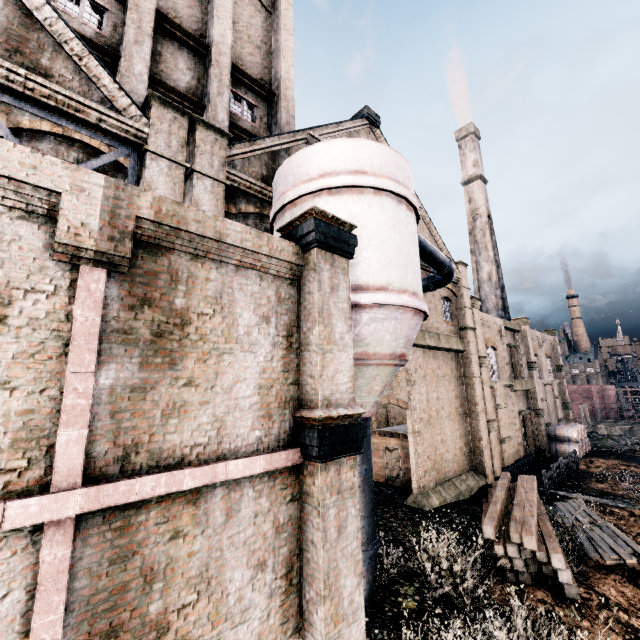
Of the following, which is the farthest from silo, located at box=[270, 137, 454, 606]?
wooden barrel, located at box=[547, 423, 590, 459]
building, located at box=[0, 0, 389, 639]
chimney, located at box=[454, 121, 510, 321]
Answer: chimney, located at box=[454, 121, 510, 321]

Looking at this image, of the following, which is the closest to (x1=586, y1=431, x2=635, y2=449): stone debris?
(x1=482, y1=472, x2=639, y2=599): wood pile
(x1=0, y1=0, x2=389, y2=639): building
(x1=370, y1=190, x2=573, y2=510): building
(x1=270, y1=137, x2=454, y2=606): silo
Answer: (x1=0, y1=0, x2=389, y2=639): building

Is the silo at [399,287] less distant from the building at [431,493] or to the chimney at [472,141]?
the chimney at [472,141]

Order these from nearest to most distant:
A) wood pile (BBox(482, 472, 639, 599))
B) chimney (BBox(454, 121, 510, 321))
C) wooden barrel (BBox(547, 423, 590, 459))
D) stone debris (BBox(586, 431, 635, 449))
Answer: wood pile (BBox(482, 472, 639, 599)) < wooden barrel (BBox(547, 423, 590, 459)) < stone debris (BBox(586, 431, 635, 449)) < chimney (BBox(454, 121, 510, 321))

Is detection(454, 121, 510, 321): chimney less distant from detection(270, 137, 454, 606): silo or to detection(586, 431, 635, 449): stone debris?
detection(586, 431, 635, 449): stone debris

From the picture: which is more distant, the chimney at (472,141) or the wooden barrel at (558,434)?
the chimney at (472,141)

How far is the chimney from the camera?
41.6 meters

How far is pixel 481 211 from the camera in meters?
43.6 m
